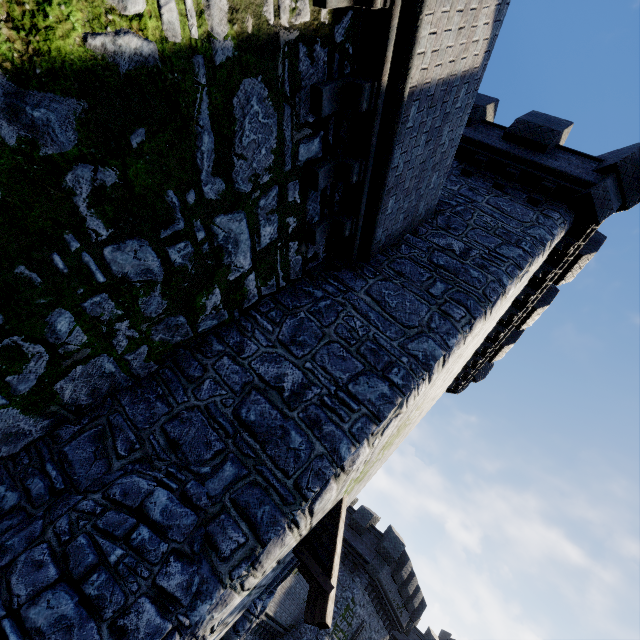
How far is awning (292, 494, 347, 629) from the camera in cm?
472

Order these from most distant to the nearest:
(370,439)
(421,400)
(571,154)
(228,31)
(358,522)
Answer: (358,522) → (571,154) → (421,400) → (370,439) → (228,31)

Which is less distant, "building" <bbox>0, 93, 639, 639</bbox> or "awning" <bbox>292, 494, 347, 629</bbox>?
"building" <bbox>0, 93, 639, 639</bbox>

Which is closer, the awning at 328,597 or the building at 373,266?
the building at 373,266

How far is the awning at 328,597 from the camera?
4.7 meters
